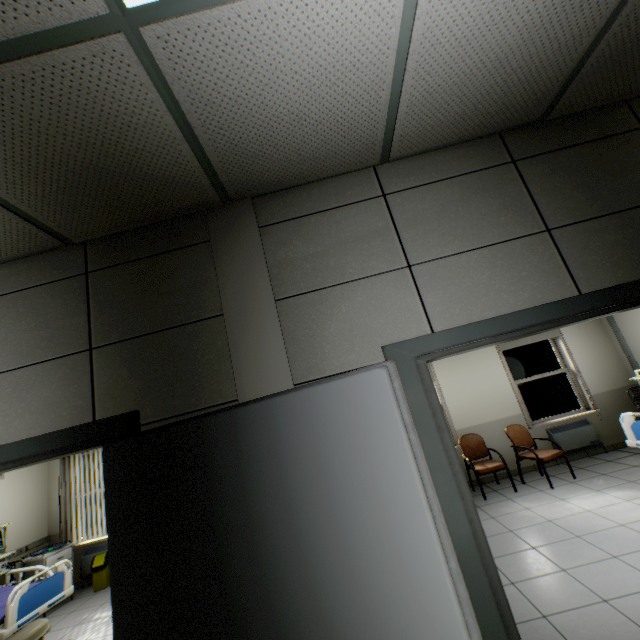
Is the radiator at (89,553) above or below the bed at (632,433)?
below

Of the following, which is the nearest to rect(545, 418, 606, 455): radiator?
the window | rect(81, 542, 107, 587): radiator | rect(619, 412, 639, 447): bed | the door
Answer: the window

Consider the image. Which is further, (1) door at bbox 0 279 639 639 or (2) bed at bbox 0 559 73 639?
(2) bed at bbox 0 559 73 639

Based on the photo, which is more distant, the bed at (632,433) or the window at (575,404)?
the window at (575,404)

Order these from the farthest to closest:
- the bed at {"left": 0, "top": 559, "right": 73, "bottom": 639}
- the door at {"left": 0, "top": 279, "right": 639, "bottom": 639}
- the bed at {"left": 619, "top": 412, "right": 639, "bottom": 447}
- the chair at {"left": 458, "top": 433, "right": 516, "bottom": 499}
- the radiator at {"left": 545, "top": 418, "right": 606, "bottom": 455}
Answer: the radiator at {"left": 545, "top": 418, "right": 606, "bottom": 455}
the chair at {"left": 458, "top": 433, "right": 516, "bottom": 499}
the bed at {"left": 619, "top": 412, "right": 639, "bottom": 447}
the bed at {"left": 0, "top": 559, "right": 73, "bottom": 639}
the door at {"left": 0, "top": 279, "right": 639, "bottom": 639}

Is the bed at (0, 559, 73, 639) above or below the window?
below

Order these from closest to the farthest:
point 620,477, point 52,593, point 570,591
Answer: point 570,591 < point 52,593 < point 620,477

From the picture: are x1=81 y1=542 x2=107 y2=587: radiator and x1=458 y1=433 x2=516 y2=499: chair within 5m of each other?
no
